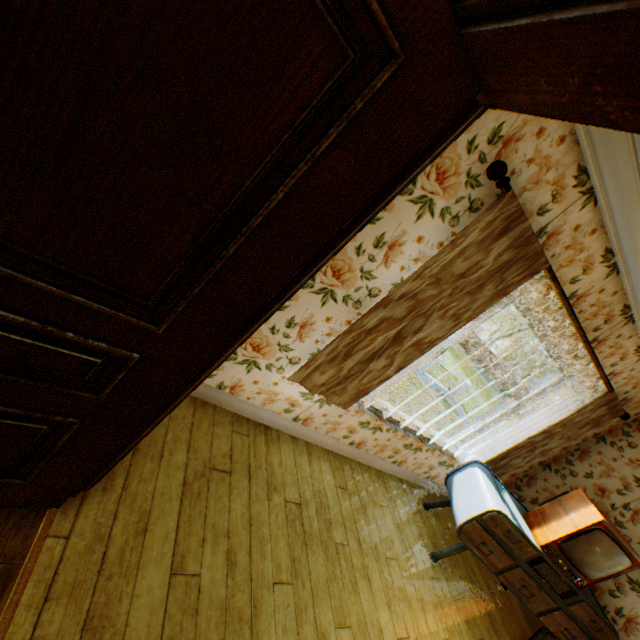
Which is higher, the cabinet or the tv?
the tv

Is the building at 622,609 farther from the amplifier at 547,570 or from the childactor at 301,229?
the amplifier at 547,570

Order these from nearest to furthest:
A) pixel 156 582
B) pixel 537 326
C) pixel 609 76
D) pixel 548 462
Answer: pixel 609 76 < pixel 156 582 < pixel 537 326 < pixel 548 462

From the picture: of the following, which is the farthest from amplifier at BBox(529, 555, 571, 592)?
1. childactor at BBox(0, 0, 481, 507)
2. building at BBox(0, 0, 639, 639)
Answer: childactor at BBox(0, 0, 481, 507)

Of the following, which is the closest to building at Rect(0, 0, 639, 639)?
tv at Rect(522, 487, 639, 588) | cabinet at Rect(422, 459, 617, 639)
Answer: cabinet at Rect(422, 459, 617, 639)

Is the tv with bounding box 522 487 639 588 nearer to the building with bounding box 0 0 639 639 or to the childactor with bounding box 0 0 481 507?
the building with bounding box 0 0 639 639

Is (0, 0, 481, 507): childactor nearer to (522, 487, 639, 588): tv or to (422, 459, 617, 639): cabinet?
(422, 459, 617, 639): cabinet

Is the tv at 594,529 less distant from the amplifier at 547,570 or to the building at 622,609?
the amplifier at 547,570
